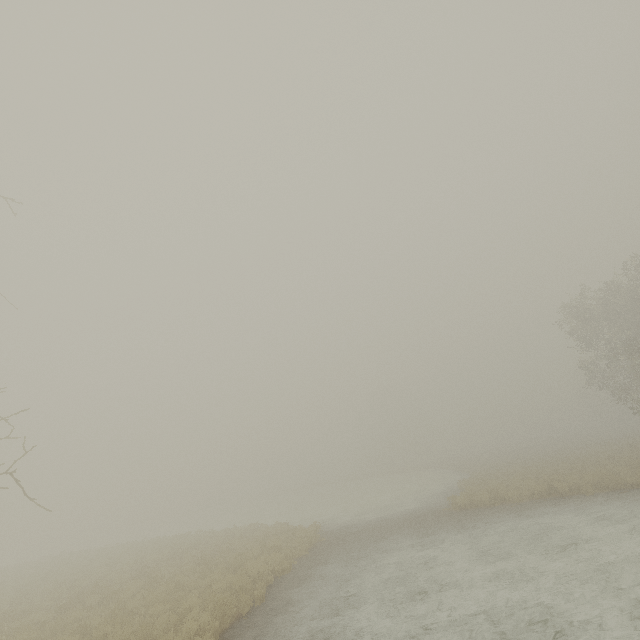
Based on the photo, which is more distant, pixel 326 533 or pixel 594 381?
pixel 594 381
